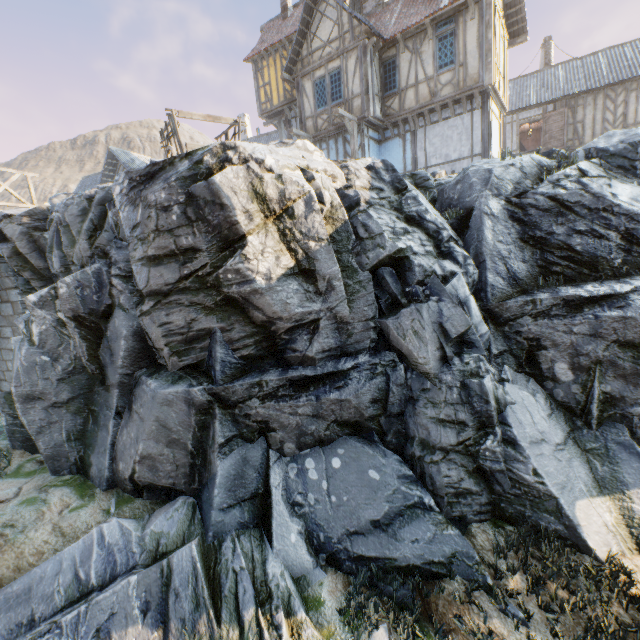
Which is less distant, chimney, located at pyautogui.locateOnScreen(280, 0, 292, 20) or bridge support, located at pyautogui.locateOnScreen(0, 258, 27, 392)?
bridge support, located at pyautogui.locateOnScreen(0, 258, 27, 392)

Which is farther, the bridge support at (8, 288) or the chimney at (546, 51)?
the chimney at (546, 51)

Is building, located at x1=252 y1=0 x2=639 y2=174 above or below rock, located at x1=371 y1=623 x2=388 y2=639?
above

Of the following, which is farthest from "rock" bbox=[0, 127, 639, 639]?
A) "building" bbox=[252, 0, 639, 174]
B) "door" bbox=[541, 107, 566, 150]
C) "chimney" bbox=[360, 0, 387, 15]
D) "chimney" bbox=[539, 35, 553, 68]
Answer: "chimney" bbox=[539, 35, 553, 68]

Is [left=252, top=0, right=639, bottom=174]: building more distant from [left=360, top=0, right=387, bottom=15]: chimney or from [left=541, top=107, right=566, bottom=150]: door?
[left=541, top=107, right=566, bottom=150]: door

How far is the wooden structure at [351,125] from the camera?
13.68m

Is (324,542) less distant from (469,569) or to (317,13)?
(469,569)

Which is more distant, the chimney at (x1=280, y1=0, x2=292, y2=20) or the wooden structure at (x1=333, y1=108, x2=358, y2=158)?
the chimney at (x1=280, y1=0, x2=292, y2=20)
